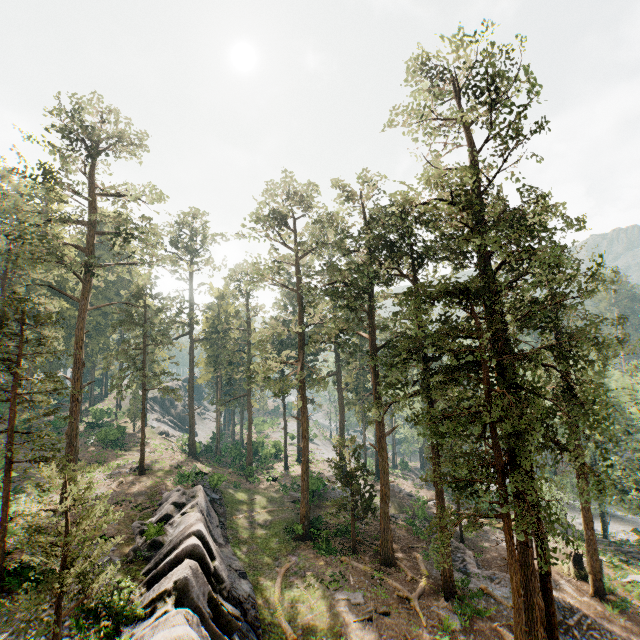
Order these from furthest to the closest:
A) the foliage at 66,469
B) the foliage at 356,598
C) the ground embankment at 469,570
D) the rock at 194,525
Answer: the ground embankment at 469,570
the foliage at 356,598
the foliage at 66,469
the rock at 194,525

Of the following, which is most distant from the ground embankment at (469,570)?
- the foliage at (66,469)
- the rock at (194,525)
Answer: the rock at (194,525)

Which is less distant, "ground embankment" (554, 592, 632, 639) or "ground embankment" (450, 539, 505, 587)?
"ground embankment" (554, 592, 632, 639)

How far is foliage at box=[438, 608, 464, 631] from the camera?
17.8 meters

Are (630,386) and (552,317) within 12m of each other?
no

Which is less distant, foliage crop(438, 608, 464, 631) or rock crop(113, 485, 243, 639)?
rock crop(113, 485, 243, 639)

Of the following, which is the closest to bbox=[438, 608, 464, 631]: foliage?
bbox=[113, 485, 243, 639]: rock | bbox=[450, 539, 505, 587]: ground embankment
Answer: bbox=[450, 539, 505, 587]: ground embankment
